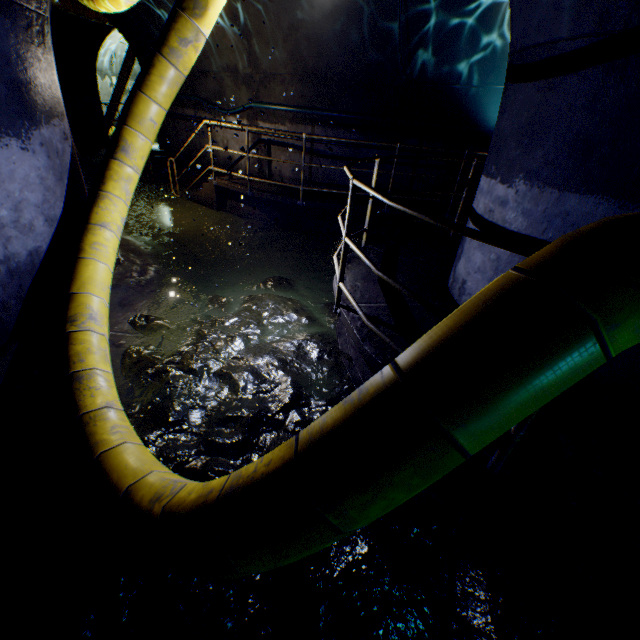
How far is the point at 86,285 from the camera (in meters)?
3.22

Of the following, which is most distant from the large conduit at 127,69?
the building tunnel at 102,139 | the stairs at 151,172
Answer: the stairs at 151,172

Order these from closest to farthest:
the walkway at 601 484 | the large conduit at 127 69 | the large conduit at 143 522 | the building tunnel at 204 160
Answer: the large conduit at 143 522 < the walkway at 601 484 < the building tunnel at 204 160 < the large conduit at 127 69

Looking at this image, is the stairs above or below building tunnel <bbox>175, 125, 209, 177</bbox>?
below

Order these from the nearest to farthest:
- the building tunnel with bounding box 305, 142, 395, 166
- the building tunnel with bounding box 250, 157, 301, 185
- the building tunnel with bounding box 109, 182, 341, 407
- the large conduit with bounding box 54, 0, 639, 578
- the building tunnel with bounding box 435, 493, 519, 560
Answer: the large conduit with bounding box 54, 0, 639, 578
the building tunnel with bounding box 435, 493, 519, 560
the building tunnel with bounding box 109, 182, 341, 407
the building tunnel with bounding box 305, 142, 395, 166
the building tunnel with bounding box 250, 157, 301, 185

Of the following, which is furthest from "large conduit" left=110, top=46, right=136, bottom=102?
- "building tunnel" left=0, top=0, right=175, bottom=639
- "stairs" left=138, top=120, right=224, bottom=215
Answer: "stairs" left=138, top=120, right=224, bottom=215

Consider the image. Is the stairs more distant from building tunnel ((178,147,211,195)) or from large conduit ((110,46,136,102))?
large conduit ((110,46,136,102))
